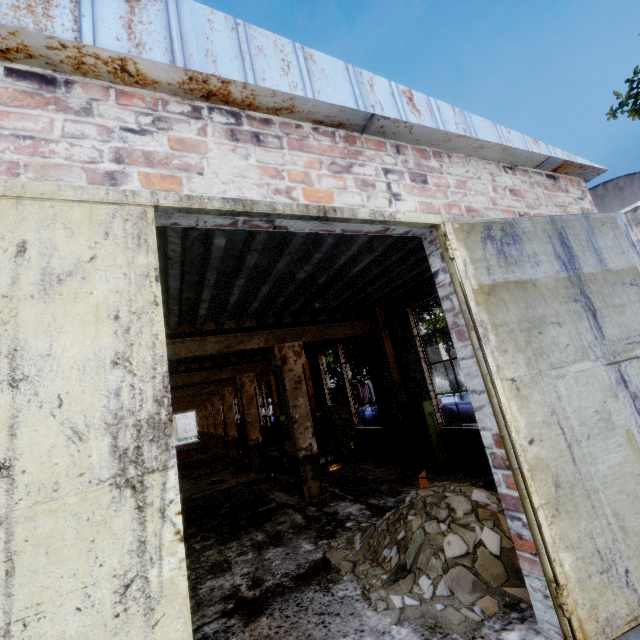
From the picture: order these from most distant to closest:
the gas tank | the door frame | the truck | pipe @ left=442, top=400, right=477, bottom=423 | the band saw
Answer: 1. the truck
2. the band saw
3. pipe @ left=442, top=400, right=477, bottom=423
4. the gas tank
5. the door frame

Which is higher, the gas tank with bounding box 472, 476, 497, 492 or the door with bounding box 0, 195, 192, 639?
the door with bounding box 0, 195, 192, 639

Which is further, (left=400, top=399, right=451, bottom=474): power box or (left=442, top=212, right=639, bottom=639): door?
(left=400, top=399, right=451, bottom=474): power box

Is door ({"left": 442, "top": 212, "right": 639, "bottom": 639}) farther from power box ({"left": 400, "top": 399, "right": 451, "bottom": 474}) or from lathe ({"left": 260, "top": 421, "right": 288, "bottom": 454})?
lathe ({"left": 260, "top": 421, "right": 288, "bottom": 454})

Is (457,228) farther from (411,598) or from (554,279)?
(411,598)

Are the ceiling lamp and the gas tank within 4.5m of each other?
yes

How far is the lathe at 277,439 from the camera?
15.9 meters

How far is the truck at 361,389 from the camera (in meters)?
39.11
